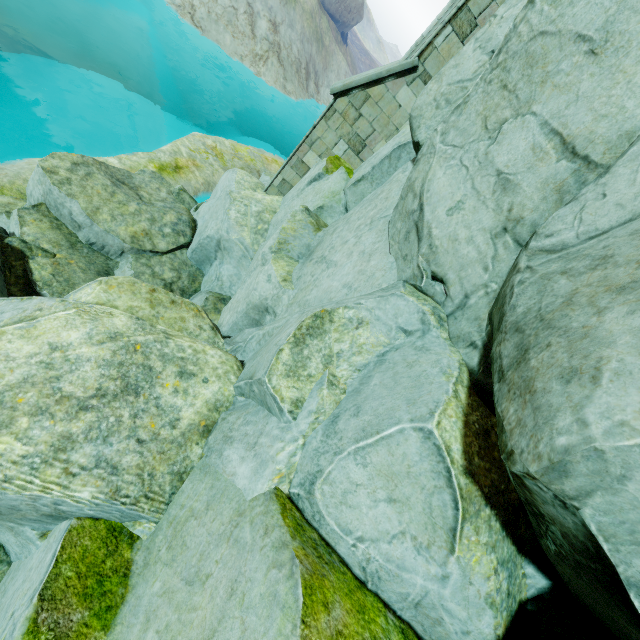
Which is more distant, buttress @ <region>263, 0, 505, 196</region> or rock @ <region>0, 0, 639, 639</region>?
buttress @ <region>263, 0, 505, 196</region>

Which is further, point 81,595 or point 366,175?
point 366,175

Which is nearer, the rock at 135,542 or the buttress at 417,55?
the rock at 135,542
